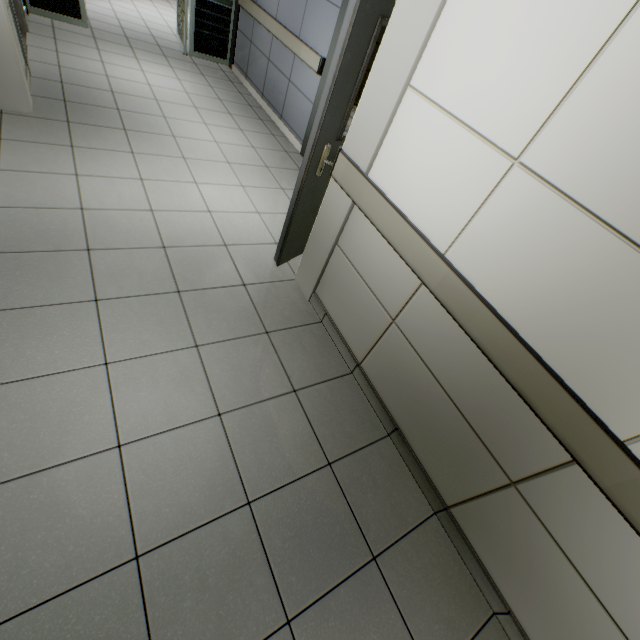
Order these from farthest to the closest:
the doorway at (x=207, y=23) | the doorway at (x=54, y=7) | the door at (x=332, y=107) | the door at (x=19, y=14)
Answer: the doorway at (x=207, y=23)
the doorway at (x=54, y=7)
the door at (x=19, y=14)
the door at (x=332, y=107)

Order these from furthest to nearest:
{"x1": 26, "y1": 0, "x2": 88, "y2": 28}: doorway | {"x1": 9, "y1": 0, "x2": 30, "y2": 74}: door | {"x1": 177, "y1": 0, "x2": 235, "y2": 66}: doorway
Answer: {"x1": 177, "y1": 0, "x2": 235, "y2": 66}: doorway, {"x1": 26, "y1": 0, "x2": 88, "y2": 28}: doorway, {"x1": 9, "y1": 0, "x2": 30, "y2": 74}: door

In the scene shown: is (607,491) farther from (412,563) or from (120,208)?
(120,208)

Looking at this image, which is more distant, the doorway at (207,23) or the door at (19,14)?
the doorway at (207,23)

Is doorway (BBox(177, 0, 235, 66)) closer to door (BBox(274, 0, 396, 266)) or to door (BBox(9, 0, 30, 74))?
door (BBox(9, 0, 30, 74))

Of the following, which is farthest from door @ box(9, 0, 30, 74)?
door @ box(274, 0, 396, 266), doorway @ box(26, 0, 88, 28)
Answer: door @ box(274, 0, 396, 266)
